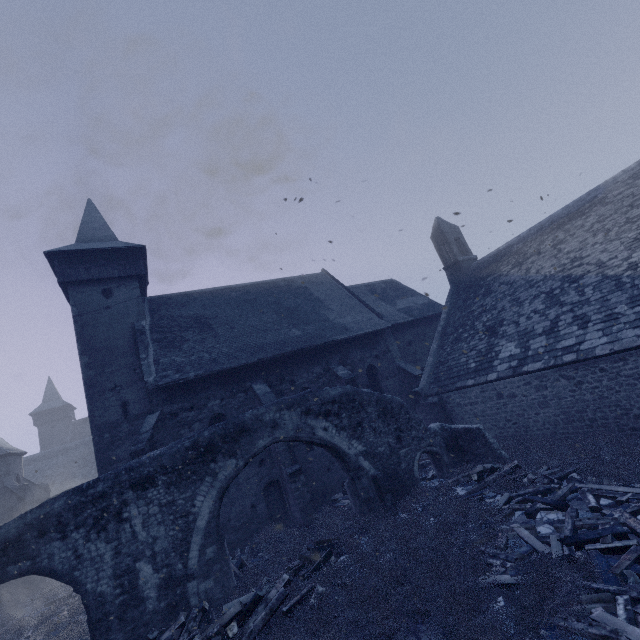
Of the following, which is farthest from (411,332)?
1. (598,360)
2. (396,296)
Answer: (598,360)

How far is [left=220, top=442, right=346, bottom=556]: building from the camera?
12.7m

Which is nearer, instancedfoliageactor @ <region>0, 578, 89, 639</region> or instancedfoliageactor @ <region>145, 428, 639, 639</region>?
instancedfoliageactor @ <region>145, 428, 639, 639</region>

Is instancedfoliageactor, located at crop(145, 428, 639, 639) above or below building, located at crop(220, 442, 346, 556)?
below

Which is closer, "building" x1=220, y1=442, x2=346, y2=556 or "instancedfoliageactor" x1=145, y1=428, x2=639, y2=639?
"instancedfoliageactor" x1=145, y1=428, x2=639, y2=639

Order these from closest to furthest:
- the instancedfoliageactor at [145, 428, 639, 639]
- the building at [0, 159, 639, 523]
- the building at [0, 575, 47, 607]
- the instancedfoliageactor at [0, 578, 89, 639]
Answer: the instancedfoliageactor at [145, 428, 639, 639], the instancedfoliageactor at [0, 578, 89, 639], the building at [0, 159, 639, 523], the building at [0, 575, 47, 607]

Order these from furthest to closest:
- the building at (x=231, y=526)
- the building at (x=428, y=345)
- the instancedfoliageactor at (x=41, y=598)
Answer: the building at (x=231, y=526)
the building at (x=428, y=345)
the instancedfoliageactor at (x=41, y=598)

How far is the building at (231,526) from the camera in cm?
1273
